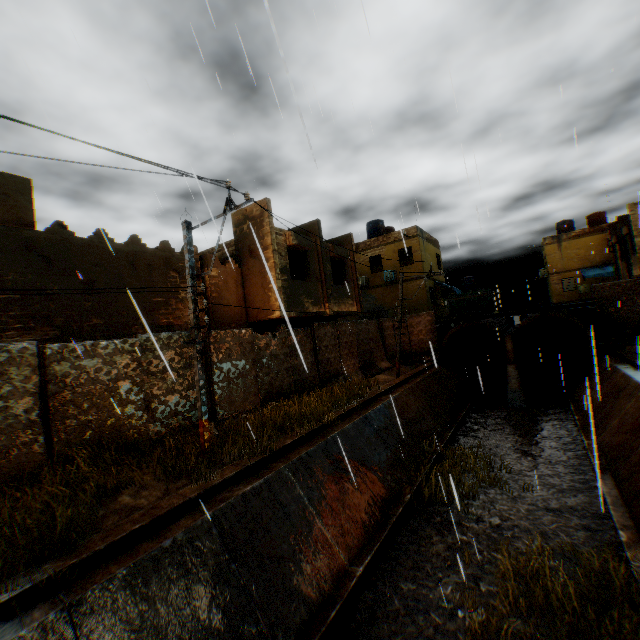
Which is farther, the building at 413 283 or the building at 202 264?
the building at 413 283

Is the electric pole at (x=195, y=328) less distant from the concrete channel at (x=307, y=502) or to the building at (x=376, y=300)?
the concrete channel at (x=307, y=502)

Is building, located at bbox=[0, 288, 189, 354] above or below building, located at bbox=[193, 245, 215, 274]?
below

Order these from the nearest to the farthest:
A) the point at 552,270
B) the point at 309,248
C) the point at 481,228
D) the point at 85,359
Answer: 1. the point at 481,228
2. the point at 85,359
3. the point at 309,248
4. the point at 552,270

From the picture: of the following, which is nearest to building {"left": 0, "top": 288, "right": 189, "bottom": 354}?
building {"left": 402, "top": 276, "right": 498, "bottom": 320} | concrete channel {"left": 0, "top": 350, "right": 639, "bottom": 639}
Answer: concrete channel {"left": 0, "top": 350, "right": 639, "bottom": 639}

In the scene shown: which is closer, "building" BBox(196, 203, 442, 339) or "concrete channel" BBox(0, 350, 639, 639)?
"concrete channel" BBox(0, 350, 639, 639)

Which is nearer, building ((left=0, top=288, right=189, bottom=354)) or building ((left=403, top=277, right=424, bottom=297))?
building ((left=0, top=288, right=189, bottom=354))

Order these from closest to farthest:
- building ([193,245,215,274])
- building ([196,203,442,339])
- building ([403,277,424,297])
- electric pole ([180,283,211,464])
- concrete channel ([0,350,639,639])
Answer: →
1. concrete channel ([0,350,639,639])
2. electric pole ([180,283,211,464])
3. building ([193,245,215,274])
4. building ([196,203,442,339])
5. building ([403,277,424,297])
